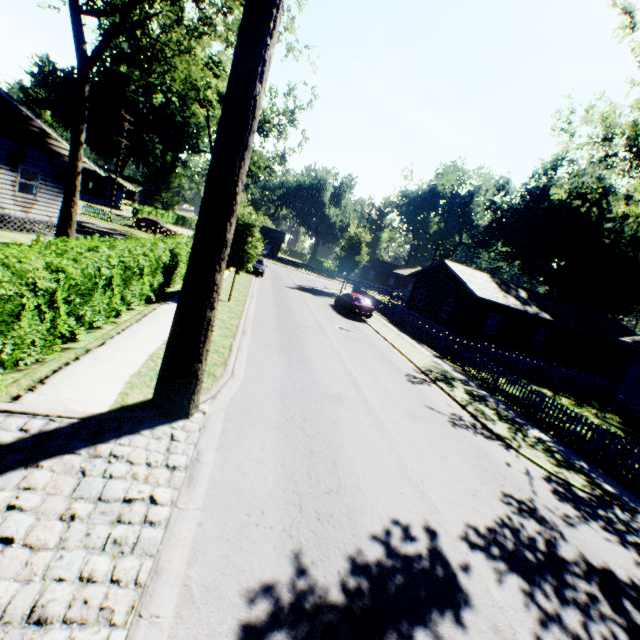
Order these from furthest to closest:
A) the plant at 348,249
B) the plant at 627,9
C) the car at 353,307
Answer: the plant at 348,249 → the car at 353,307 → the plant at 627,9

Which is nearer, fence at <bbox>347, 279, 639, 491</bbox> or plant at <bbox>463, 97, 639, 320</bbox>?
fence at <bbox>347, 279, 639, 491</bbox>

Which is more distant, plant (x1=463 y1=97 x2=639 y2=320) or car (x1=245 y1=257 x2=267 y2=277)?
car (x1=245 y1=257 x2=267 y2=277)

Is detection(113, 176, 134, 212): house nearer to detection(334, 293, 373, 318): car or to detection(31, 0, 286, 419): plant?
detection(31, 0, 286, 419): plant

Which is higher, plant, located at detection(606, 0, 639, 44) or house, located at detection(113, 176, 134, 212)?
plant, located at detection(606, 0, 639, 44)

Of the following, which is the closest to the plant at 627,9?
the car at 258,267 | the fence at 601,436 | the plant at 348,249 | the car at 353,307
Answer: the fence at 601,436

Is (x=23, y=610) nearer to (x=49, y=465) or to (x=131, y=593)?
(x=131, y=593)

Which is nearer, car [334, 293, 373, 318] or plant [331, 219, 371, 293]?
car [334, 293, 373, 318]
